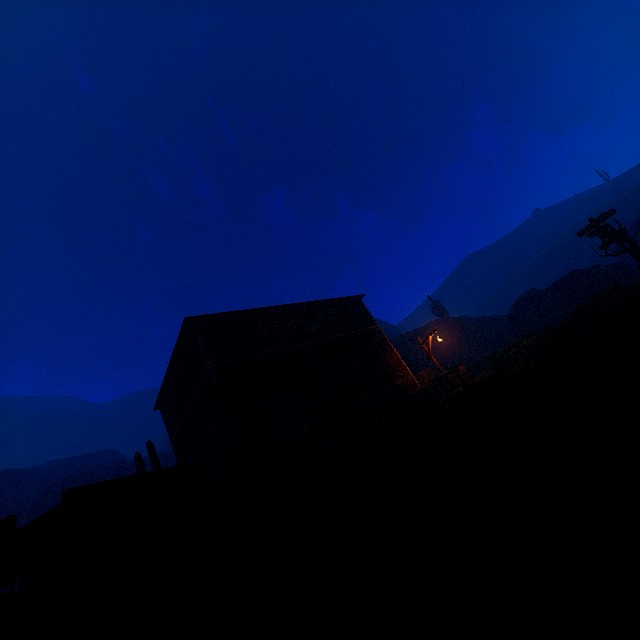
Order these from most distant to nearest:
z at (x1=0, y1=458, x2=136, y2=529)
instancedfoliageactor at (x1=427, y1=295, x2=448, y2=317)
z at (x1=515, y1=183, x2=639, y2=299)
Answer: z at (x1=515, y1=183, x2=639, y2=299), instancedfoliageactor at (x1=427, y1=295, x2=448, y2=317), z at (x1=0, y1=458, x2=136, y2=529)

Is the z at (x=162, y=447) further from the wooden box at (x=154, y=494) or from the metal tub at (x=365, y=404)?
the metal tub at (x=365, y=404)

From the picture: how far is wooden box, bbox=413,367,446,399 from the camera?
17.2m

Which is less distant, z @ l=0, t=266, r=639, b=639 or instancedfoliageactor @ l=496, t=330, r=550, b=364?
z @ l=0, t=266, r=639, b=639

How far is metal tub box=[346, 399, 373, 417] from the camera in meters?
12.6

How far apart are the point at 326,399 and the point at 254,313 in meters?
10.6

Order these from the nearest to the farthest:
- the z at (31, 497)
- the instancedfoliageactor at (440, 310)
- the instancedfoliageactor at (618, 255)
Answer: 1. the instancedfoliageactor at (618, 255)
2. the z at (31, 497)
3. the instancedfoliageactor at (440, 310)
